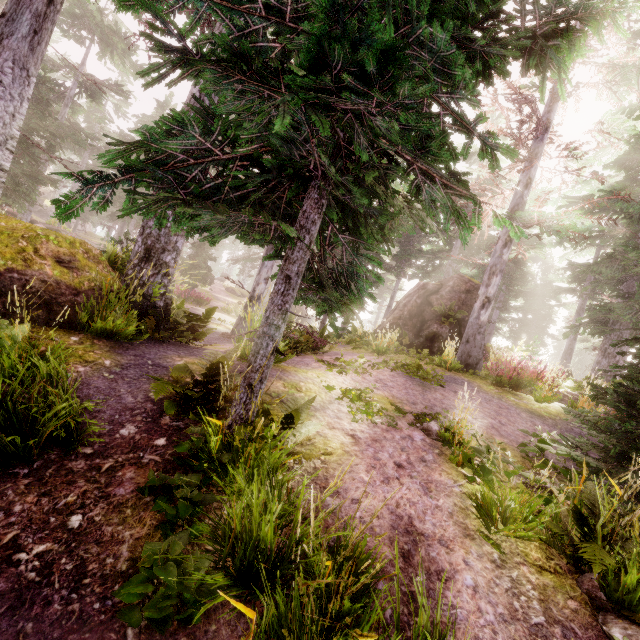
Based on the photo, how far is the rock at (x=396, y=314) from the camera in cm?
1462

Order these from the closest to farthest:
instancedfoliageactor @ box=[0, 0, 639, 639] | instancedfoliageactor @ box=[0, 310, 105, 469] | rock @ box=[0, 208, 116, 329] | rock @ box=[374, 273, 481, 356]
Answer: instancedfoliageactor @ box=[0, 0, 639, 639] → instancedfoliageactor @ box=[0, 310, 105, 469] → rock @ box=[0, 208, 116, 329] → rock @ box=[374, 273, 481, 356]

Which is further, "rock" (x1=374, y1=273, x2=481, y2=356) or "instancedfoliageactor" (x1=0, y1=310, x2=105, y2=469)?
"rock" (x1=374, y1=273, x2=481, y2=356)

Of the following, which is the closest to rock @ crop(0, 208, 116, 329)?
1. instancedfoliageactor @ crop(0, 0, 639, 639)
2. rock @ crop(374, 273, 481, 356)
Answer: instancedfoliageactor @ crop(0, 0, 639, 639)

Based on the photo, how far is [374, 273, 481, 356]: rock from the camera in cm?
1462

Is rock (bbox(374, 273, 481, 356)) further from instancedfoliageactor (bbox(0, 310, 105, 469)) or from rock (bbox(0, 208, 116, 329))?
rock (bbox(0, 208, 116, 329))

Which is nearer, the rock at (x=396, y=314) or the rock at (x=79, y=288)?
the rock at (x=79, y=288)

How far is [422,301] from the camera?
16.2 meters
